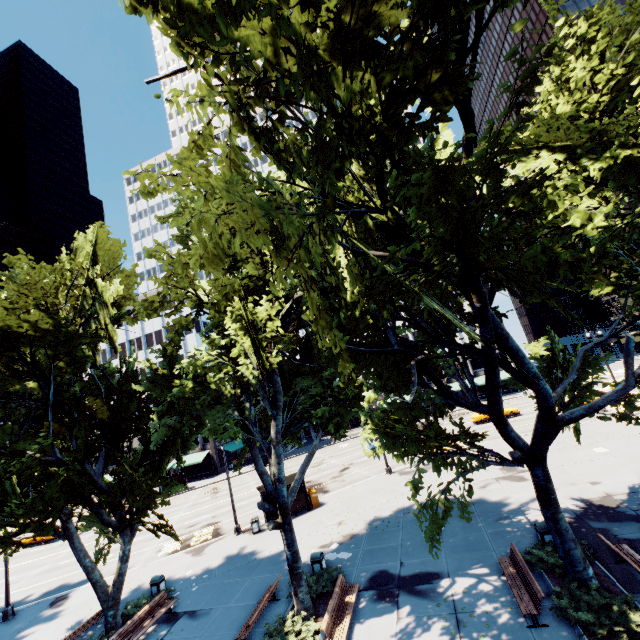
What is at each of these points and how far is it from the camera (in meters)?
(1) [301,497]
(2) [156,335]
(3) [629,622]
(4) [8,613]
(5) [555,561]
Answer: (1) bus stop, 23.77
(2) building, 56.28
(3) bush, 8.34
(4) light, 18.81
(5) bush, 11.05

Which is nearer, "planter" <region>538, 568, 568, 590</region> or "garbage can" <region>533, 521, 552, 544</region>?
"planter" <region>538, 568, 568, 590</region>

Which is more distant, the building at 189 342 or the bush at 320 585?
the building at 189 342

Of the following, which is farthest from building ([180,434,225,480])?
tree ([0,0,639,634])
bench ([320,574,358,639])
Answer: bench ([320,574,358,639])

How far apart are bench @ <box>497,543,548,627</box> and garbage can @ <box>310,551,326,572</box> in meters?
7.4 m

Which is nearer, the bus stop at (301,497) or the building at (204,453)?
the bus stop at (301,497)

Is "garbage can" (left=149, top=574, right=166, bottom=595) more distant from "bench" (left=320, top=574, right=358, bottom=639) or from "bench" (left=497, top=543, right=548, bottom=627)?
"bench" (left=497, top=543, right=548, bottom=627)

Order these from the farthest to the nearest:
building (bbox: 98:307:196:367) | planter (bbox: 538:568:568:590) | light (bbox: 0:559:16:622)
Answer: building (bbox: 98:307:196:367), light (bbox: 0:559:16:622), planter (bbox: 538:568:568:590)
